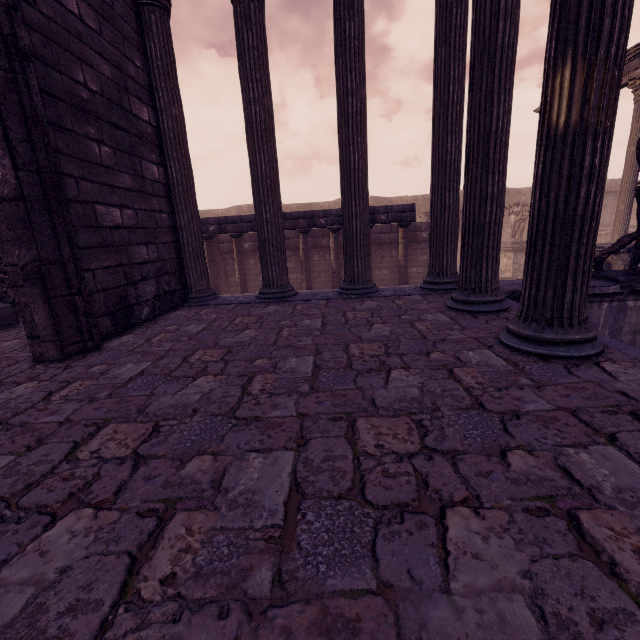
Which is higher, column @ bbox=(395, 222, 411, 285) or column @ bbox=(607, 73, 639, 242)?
column @ bbox=(607, 73, 639, 242)

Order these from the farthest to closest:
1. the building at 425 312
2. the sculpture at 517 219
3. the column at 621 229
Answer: the sculpture at 517 219 < the column at 621 229 < the building at 425 312

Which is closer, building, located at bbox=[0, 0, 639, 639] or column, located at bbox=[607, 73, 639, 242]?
building, located at bbox=[0, 0, 639, 639]

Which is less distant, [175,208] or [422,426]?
[422,426]

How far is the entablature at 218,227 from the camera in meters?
10.5 m

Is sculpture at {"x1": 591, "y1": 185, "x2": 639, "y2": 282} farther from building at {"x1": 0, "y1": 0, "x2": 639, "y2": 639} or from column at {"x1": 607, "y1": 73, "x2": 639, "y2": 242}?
column at {"x1": 607, "y1": 73, "x2": 639, "y2": 242}

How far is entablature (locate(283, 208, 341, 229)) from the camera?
10.27m

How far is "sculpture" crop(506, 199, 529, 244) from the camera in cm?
1616
